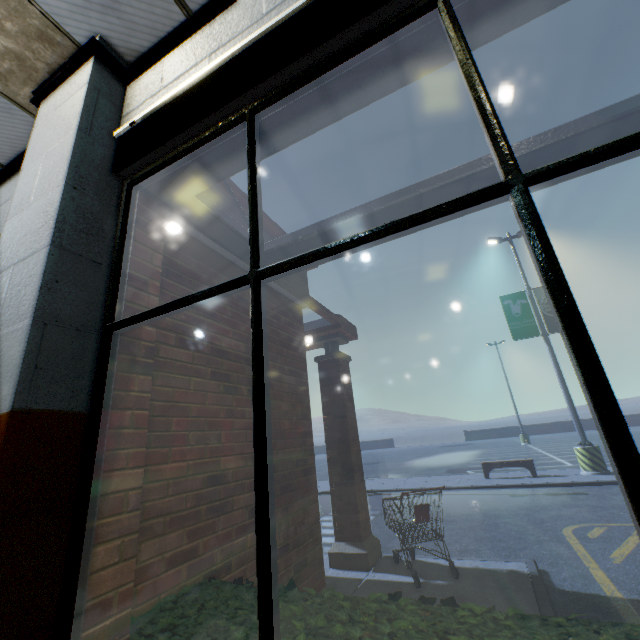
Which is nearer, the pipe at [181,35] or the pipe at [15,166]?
the pipe at [181,35]

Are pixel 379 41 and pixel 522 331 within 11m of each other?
no

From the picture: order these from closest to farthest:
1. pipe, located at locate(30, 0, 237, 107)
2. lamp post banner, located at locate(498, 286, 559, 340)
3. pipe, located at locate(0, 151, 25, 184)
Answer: pipe, located at locate(30, 0, 237, 107) → pipe, located at locate(0, 151, 25, 184) → lamp post banner, located at locate(498, 286, 559, 340)

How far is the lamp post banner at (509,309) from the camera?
13.0m

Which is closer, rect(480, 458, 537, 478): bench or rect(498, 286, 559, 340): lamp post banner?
rect(480, 458, 537, 478): bench

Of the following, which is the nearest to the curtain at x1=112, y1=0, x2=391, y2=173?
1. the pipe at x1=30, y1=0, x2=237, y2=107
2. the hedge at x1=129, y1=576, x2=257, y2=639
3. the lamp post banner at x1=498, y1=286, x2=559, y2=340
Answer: the pipe at x1=30, y1=0, x2=237, y2=107

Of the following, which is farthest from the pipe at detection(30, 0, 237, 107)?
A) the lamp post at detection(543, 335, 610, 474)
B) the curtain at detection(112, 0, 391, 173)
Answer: the lamp post at detection(543, 335, 610, 474)

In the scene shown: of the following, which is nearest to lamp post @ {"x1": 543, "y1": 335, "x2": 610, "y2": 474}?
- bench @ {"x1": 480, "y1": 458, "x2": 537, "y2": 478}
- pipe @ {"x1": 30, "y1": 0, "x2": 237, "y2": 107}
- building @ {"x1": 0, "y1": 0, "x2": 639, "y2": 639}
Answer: bench @ {"x1": 480, "y1": 458, "x2": 537, "y2": 478}
